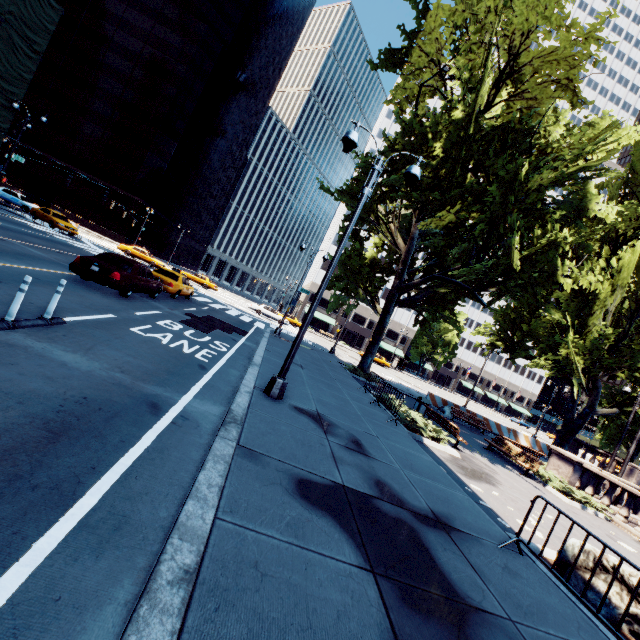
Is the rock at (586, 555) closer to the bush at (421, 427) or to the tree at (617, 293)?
the bush at (421, 427)

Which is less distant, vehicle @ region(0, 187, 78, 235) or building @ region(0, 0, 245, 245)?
vehicle @ region(0, 187, 78, 235)

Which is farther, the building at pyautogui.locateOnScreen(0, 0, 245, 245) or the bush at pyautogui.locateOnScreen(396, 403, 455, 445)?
the building at pyautogui.locateOnScreen(0, 0, 245, 245)

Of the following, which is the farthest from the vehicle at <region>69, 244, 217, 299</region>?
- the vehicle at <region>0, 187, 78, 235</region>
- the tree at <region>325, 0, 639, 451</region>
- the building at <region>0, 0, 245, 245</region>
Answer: the building at <region>0, 0, 245, 245</region>

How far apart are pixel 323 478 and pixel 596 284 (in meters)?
11.62

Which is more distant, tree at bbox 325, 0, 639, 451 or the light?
tree at bbox 325, 0, 639, 451

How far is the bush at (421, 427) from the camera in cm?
1223

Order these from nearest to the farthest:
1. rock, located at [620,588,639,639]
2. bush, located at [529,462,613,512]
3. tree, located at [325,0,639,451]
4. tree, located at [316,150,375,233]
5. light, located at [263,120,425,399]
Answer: rock, located at [620,588,639,639] < light, located at [263,120,425,399] < tree, located at [325,0,639,451] < bush, located at [529,462,613,512] < tree, located at [316,150,375,233]
